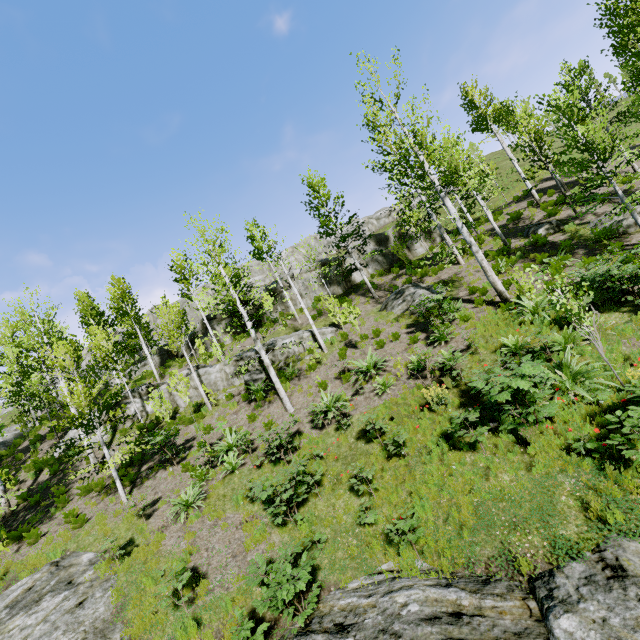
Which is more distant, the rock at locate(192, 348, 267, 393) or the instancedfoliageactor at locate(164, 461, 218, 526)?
the rock at locate(192, 348, 267, 393)

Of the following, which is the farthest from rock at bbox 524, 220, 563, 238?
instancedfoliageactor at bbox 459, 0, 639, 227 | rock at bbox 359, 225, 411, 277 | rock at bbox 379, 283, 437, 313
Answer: instancedfoliageactor at bbox 459, 0, 639, 227

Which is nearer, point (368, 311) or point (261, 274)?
point (368, 311)

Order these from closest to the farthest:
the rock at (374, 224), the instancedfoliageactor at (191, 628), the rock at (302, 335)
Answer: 1. the instancedfoliageactor at (191, 628)
2. the rock at (302, 335)
3. the rock at (374, 224)

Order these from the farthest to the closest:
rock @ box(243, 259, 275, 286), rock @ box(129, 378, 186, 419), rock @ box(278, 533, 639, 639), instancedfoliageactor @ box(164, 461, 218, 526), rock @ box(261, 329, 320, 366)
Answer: rock @ box(243, 259, 275, 286) → rock @ box(129, 378, 186, 419) → rock @ box(261, 329, 320, 366) → instancedfoliageactor @ box(164, 461, 218, 526) → rock @ box(278, 533, 639, 639)

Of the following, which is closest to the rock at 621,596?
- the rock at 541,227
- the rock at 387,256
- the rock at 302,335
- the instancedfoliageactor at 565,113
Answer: the instancedfoliageactor at 565,113

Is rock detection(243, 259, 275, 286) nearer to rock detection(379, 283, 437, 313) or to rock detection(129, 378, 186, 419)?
rock detection(129, 378, 186, 419)

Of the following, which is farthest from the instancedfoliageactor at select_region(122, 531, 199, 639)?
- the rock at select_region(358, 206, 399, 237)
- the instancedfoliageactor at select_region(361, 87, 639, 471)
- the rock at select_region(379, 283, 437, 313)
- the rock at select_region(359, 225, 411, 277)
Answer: the rock at select_region(358, 206, 399, 237)
